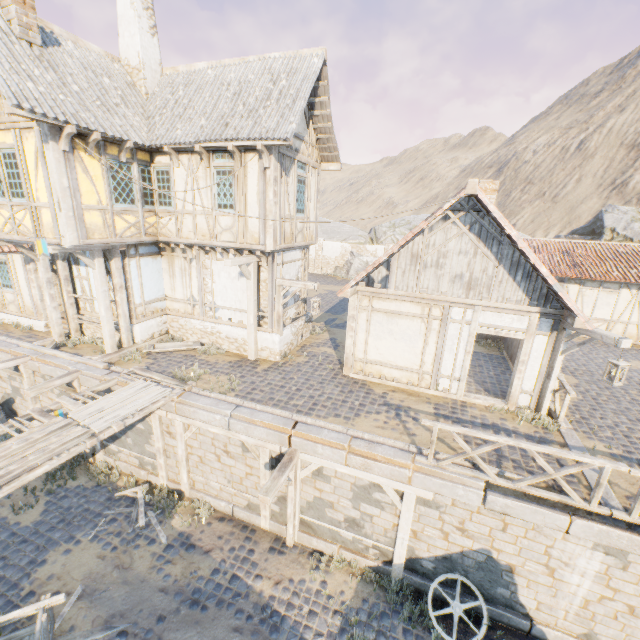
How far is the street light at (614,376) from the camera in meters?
7.1 m

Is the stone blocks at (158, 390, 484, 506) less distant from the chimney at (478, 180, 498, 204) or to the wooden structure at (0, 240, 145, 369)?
the wooden structure at (0, 240, 145, 369)

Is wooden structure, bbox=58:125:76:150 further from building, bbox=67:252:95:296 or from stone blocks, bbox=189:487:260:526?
stone blocks, bbox=189:487:260:526

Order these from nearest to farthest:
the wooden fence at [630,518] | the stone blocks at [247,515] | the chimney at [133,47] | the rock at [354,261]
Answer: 1. the wooden fence at [630,518]
2. the stone blocks at [247,515]
3. the chimney at [133,47]
4. the rock at [354,261]

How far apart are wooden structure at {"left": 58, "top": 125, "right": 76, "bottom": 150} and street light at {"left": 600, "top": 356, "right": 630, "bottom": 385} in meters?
13.2 m

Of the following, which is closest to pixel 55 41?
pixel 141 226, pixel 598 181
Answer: pixel 141 226

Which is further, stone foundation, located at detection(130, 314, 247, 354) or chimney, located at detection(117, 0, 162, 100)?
stone foundation, located at detection(130, 314, 247, 354)

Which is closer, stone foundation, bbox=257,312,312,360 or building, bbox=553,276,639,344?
stone foundation, bbox=257,312,312,360
